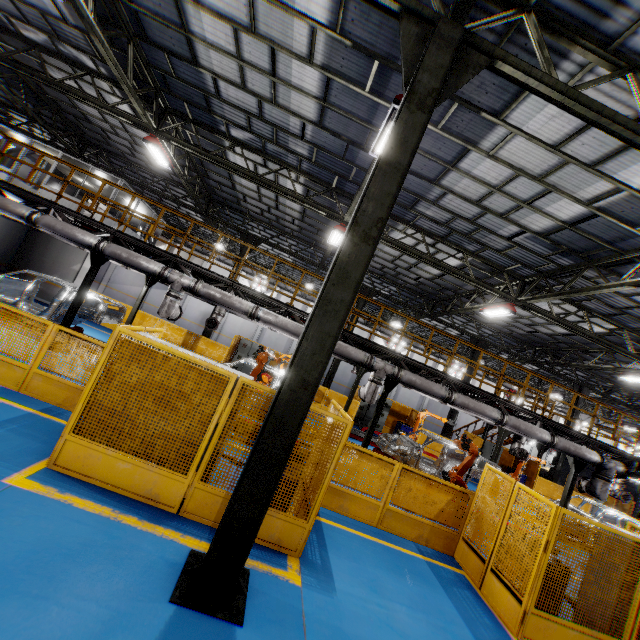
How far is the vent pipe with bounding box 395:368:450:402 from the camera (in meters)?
10.50

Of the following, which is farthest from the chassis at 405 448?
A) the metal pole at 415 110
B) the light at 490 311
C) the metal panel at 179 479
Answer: the metal pole at 415 110

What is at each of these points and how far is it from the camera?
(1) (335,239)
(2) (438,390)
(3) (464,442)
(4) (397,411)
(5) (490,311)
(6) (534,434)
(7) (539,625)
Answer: (1) light, 13.2 meters
(2) vent pipe, 10.6 meters
(3) robot arm, 10.3 meters
(4) metal panel, 20.7 meters
(5) light, 13.9 meters
(6) vent pipe, 10.9 meters
(7) metal panel, 5.4 meters

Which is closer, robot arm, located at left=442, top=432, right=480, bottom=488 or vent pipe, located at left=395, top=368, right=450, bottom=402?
robot arm, located at left=442, top=432, right=480, bottom=488

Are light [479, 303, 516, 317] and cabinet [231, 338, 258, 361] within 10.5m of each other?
no

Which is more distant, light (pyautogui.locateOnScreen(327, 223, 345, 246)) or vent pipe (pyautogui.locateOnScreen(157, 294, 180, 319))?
light (pyautogui.locateOnScreen(327, 223, 345, 246))

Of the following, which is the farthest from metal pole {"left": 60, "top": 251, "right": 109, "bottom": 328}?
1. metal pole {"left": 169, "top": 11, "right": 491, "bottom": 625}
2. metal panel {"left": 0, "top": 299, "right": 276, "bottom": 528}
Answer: metal pole {"left": 169, "top": 11, "right": 491, "bottom": 625}

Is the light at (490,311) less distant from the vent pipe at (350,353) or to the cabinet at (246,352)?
the vent pipe at (350,353)
